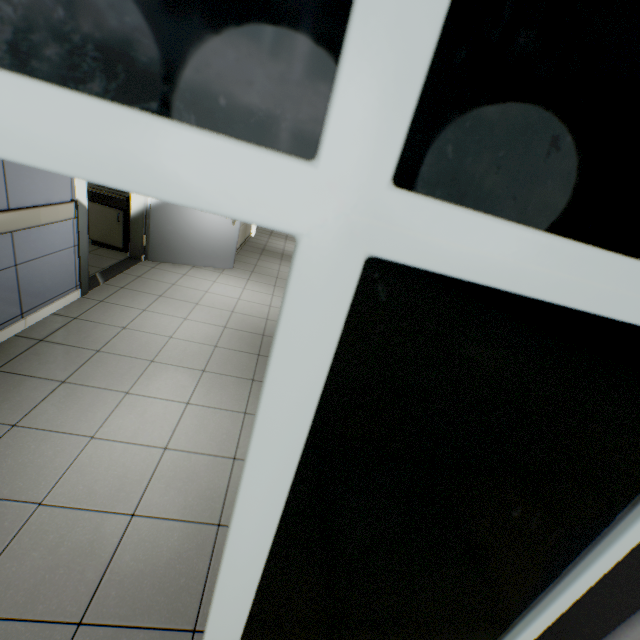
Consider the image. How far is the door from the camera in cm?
373

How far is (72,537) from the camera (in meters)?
1.71

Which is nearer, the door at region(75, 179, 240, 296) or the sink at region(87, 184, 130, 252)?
the door at region(75, 179, 240, 296)

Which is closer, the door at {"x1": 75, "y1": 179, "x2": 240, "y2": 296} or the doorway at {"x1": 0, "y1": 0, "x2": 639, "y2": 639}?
the doorway at {"x1": 0, "y1": 0, "x2": 639, "y2": 639}

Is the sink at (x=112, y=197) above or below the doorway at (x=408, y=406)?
below

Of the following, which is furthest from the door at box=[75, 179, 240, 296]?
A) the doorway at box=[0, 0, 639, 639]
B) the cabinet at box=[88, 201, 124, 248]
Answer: the doorway at box=[0, 0, 639, 639]

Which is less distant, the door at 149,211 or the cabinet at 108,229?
the door at 149,211
